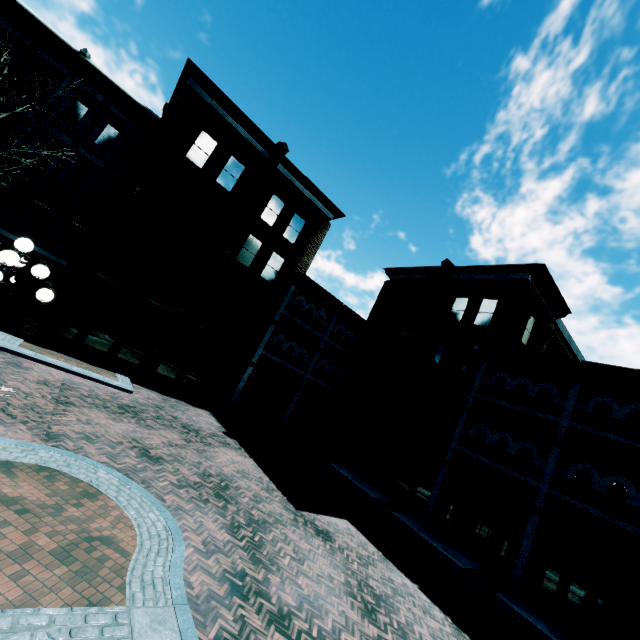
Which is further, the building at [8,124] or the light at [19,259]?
the building at [8,124]

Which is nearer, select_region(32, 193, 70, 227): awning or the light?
the light

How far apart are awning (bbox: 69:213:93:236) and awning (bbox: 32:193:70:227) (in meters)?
0.49

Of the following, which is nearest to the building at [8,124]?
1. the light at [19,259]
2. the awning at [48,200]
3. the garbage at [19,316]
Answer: the awning at [48,200]

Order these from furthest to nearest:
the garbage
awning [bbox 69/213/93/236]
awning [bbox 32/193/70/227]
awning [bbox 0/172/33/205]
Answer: awning [bbox 69/213/93/236], awning [bbox 32/193/70/227], awning [bbox 0/172/33/205], the garbage

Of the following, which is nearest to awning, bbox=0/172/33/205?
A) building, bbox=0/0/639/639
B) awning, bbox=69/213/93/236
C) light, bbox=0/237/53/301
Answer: building, bbox=0/0/639/639

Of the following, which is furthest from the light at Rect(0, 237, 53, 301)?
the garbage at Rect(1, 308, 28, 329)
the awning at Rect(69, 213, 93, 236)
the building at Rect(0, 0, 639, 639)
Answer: the awning at Rect(69, 213, 93, 236)

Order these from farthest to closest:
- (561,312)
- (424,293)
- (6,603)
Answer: (424,293) < (561,312) < (6,603)
